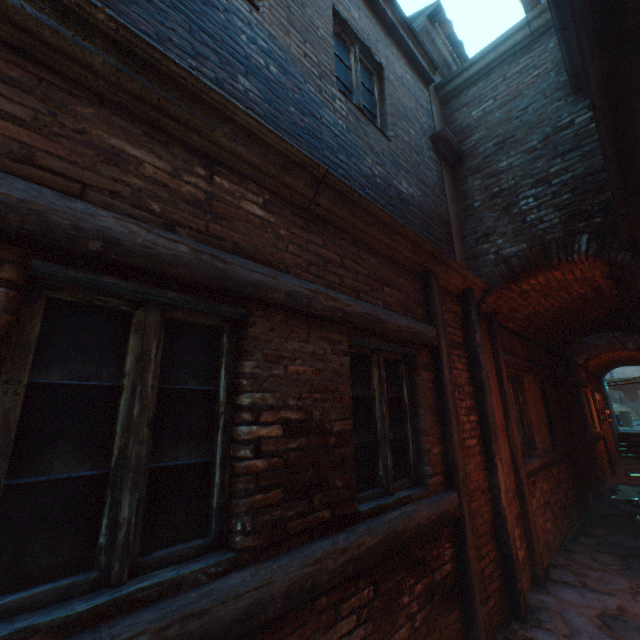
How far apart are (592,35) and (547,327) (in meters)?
6.67

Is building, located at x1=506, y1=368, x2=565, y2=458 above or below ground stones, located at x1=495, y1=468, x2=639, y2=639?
above

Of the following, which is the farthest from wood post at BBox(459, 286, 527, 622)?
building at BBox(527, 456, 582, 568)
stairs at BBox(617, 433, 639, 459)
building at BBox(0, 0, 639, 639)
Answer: stairs at BBox(617, 433, 639, 459)

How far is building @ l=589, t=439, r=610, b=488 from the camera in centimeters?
917cm

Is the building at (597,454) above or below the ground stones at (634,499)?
above

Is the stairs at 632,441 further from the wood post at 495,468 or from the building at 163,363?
the wood post at 495,468

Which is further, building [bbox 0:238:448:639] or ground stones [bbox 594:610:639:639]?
ground stones [bbox 594:610:639:639]
